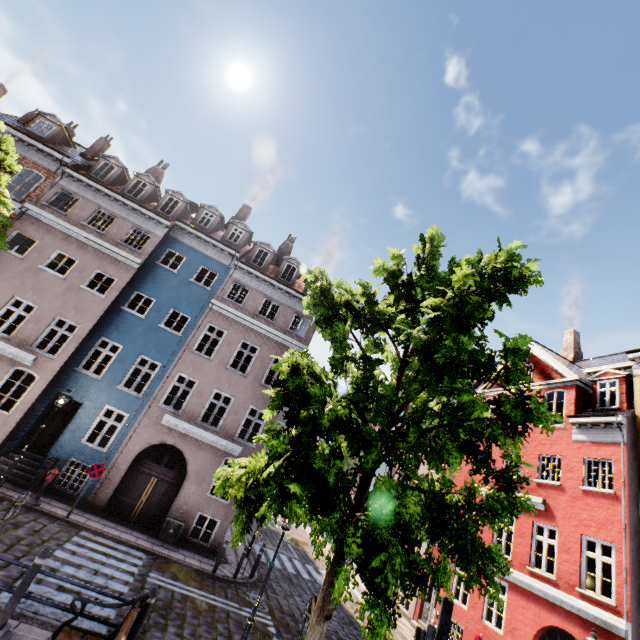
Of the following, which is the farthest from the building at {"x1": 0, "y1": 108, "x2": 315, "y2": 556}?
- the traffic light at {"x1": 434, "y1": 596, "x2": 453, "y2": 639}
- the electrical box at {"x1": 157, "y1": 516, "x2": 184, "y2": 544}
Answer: the traffic light at {"x1": 434, "y1": 596, "x2": 453, "y2": 639}

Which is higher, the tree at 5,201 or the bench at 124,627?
the tree at 5,201

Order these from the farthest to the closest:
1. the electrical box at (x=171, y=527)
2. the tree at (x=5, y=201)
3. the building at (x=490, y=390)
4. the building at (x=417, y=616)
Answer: the building at (x=490, y=390)
the building at (x=417, y=616)
the electrical box at (x=171, y=527)
the tree at (x=5, y=201)

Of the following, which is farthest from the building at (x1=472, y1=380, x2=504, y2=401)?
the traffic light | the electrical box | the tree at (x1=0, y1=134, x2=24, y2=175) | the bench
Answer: the bench

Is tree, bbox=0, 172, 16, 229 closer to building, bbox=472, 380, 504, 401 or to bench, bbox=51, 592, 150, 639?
bench, bbox=51, 592, 150, 639

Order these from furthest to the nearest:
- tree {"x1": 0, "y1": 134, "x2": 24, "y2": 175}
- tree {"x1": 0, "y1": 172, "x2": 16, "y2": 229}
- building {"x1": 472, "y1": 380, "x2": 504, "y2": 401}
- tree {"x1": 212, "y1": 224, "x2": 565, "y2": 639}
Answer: building {"x1": 472, "y1": 380, "x2": 504, "y2": 401} < tree {"x1": 0, "y1": 134, "x2": 24, "y2": 175} < tree {"x1": 0, "y1": 172, "x2": 16, "y2": 229} < tree {"x1": 212, "y1": 224, "x2": 565, "y2": 639}

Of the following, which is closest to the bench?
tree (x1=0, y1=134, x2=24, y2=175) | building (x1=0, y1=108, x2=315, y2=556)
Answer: tree (x1=0, y1=134, x2=24, y2=175)

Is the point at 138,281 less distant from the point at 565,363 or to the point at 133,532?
the point at 133,532
